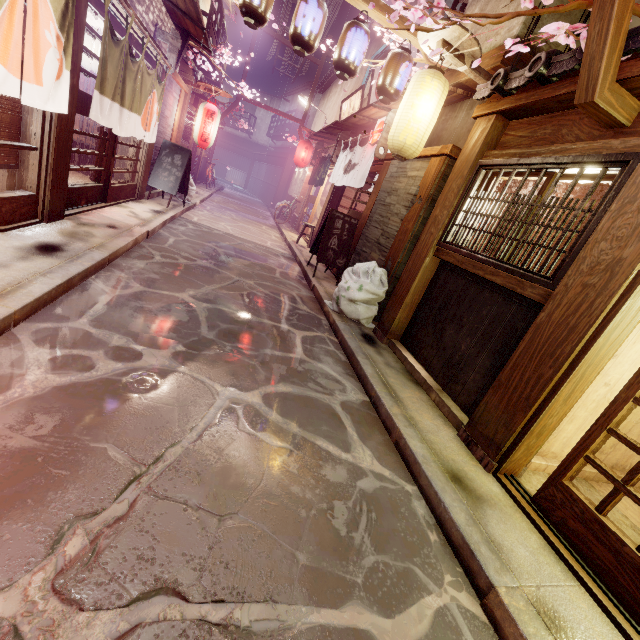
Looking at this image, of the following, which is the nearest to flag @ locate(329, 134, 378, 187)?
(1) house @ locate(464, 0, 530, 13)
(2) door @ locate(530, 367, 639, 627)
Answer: (1) house @ locate(464, 0, 530, 13)

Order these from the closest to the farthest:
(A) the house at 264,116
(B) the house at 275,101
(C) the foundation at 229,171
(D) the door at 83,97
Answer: (D) the door at 83,97 < (B) the house at 275,101 < (A) the house at 264,116 < (C) the foundation at 229,171

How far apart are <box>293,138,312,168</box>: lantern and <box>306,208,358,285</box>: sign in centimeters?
1503cm

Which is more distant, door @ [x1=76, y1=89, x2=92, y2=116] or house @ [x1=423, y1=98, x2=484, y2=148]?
house @ [x1=423, y1=98, x2=484, y2=148]

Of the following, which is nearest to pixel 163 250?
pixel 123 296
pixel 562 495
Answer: pixel 123 296

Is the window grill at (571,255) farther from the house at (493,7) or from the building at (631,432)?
the house at (493,7)

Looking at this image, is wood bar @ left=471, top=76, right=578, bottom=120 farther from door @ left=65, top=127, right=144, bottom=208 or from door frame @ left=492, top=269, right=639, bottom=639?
door @ left=65, top=127, right=144, bottom=208

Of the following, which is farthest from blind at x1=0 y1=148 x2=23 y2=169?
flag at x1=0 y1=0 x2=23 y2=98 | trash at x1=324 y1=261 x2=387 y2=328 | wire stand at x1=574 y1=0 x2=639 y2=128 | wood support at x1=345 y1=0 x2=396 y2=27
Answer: trash at x1=324 y1=261 x2=387 y2=328
